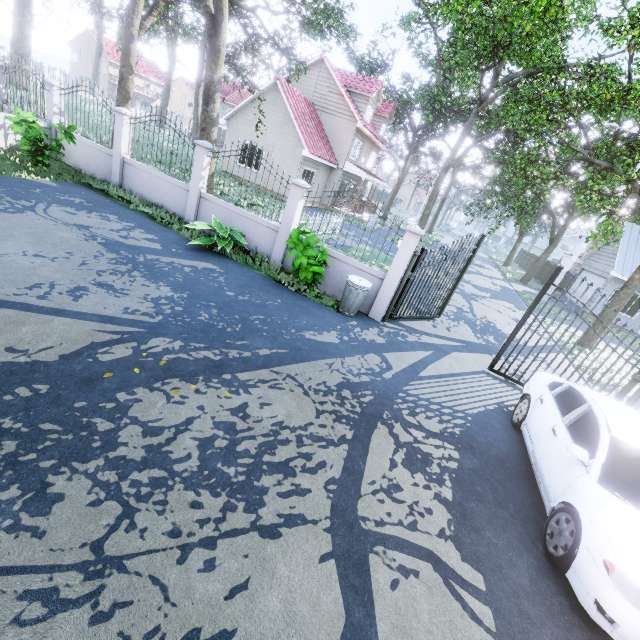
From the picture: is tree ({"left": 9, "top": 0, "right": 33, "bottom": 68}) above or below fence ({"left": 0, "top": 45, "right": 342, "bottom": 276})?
above

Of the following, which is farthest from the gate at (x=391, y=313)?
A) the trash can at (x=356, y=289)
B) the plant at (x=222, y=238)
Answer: the plant at (x=222, y=238)

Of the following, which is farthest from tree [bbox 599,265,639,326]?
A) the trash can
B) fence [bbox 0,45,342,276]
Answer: the trash can

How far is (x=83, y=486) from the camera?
2.83m

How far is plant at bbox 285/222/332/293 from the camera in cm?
752

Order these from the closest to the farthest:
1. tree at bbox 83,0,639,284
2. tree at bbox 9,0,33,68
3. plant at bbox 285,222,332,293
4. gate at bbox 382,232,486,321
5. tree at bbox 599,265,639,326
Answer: plant at bbox 285,222,332,293 < gate at bbox 382,232,486,321 < tree at bbox 83,0,639,284 < tree at bbox 599,265,639,326 < tree at bbox 9,0,33,68

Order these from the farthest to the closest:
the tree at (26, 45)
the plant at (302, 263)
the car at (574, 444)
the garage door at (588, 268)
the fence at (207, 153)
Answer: the garage door at (588, 268) < the tree at (26, 45) < the fence at (207, 153) < the plant at (302, 263) < the car at (574, 444)

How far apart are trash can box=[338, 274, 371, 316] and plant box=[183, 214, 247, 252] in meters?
3.1
